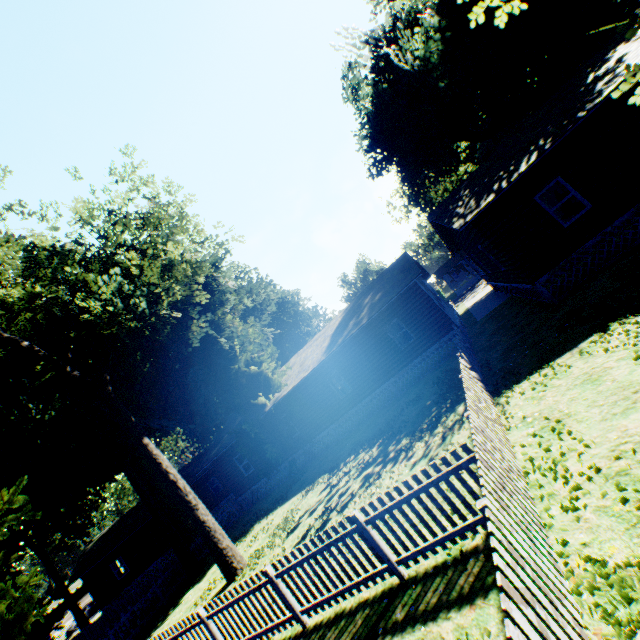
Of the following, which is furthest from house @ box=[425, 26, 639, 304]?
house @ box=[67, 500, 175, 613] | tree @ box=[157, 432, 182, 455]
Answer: tree @ box=[157, 432, 182, 455]

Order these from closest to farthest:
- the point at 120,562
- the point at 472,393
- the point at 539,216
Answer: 1. the point at 472,393
2. the point at 539,216
3. the point at 120,562

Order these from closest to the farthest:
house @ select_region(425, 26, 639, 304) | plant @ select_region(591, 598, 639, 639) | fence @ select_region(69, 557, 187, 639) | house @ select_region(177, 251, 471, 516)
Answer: plant @ select_region(591, 598, 639, 639) → house @ select_region(425, 26, 639, 304) → fence @ select_region(69, 557, 187, 639) → house @ select_region(177, 251, 471, 516)

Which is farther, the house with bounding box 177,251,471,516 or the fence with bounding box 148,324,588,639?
the house with bounding box 177,251,471,516

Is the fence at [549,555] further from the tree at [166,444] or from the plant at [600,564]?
the tree at [166,444]

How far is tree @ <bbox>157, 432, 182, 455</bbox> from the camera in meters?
52.7 m

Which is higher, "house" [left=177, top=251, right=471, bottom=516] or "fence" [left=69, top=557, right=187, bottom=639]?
"house" [left=177, top=251, right=471, bottom=516]

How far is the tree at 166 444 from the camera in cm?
5266
